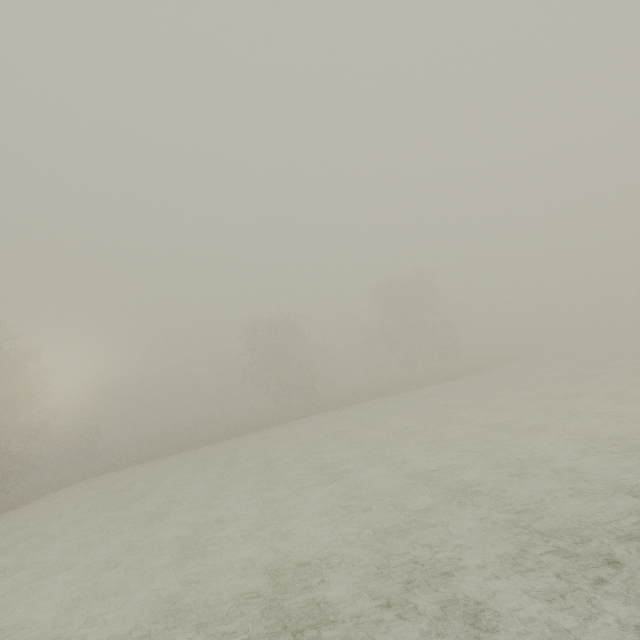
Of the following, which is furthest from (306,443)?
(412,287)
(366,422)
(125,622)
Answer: (412,287)
